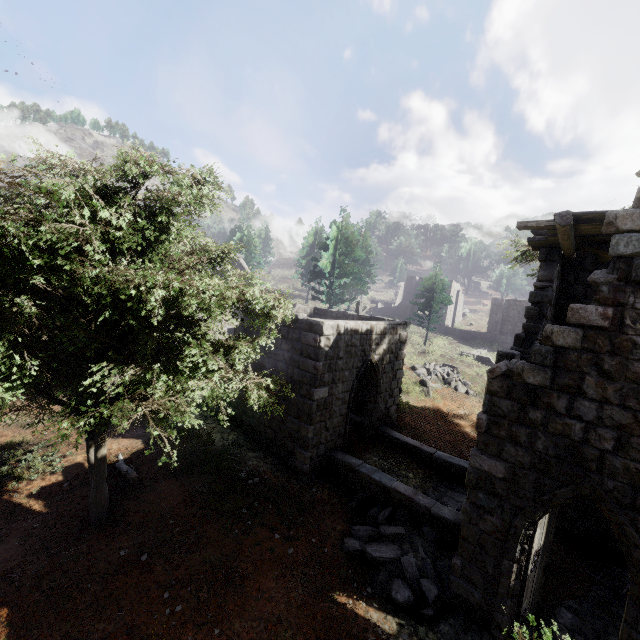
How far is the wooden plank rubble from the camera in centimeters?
618cm

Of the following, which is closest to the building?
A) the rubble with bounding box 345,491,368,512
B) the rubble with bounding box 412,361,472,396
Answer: the rubble with bounding box 345,491,368,512

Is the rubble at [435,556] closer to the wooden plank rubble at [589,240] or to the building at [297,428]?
the building at [297,428]

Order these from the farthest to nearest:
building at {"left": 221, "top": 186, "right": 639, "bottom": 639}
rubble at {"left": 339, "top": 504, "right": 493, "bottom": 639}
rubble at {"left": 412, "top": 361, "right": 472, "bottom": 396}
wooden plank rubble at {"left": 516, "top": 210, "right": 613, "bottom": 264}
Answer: rubble at {"left": 412, "top": 361, "right": 472, "bottom": 396} → rubble at {"left": 339, "top": 504, "right": 493, "bottom": 639} → wooden plank rubble at {"left": 516, "top": 210, "right": 613, "bottom": 264} → building at {"left": 221, "top": 186, "right": 639, "bottom": 639}

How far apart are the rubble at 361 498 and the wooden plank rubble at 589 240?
7.5m

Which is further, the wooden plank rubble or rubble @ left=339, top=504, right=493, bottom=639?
rubble @ left=339, top=504, right=493, bottom=639

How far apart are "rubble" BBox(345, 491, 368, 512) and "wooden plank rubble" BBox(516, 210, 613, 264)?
7.5m

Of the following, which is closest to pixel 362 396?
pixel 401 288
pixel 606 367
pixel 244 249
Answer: pixel 606 367
